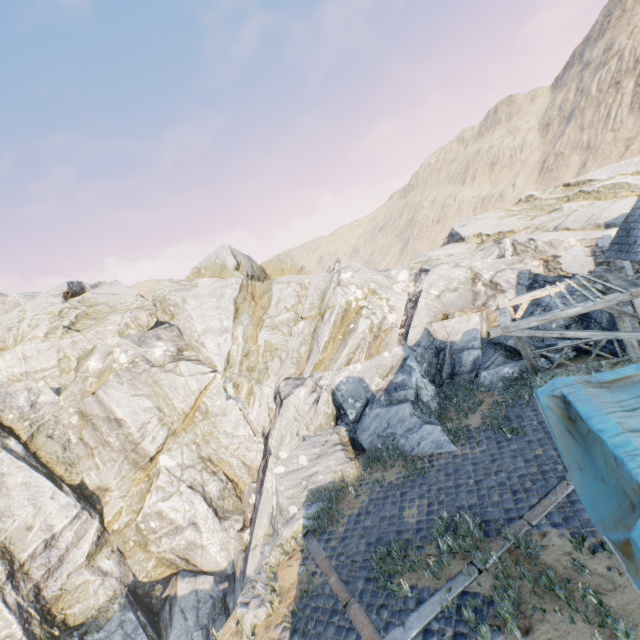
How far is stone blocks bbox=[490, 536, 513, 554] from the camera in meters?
6.2 m

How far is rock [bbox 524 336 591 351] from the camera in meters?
11.9 m

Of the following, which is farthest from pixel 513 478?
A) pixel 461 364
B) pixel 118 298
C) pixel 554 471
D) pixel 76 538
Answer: pixel 118 298

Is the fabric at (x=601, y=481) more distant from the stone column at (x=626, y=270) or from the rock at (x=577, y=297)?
the stone column at (x=626, y=270)

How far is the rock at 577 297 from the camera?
12.5m

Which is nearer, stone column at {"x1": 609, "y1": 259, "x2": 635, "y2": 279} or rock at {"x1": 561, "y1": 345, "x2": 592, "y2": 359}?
rock at {"x1": 561, "y1": 345, "x2": 592, "y2": 359}

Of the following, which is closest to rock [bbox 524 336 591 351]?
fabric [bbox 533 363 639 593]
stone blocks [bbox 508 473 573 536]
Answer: stone blocks [bbox 508 473 573 536]
